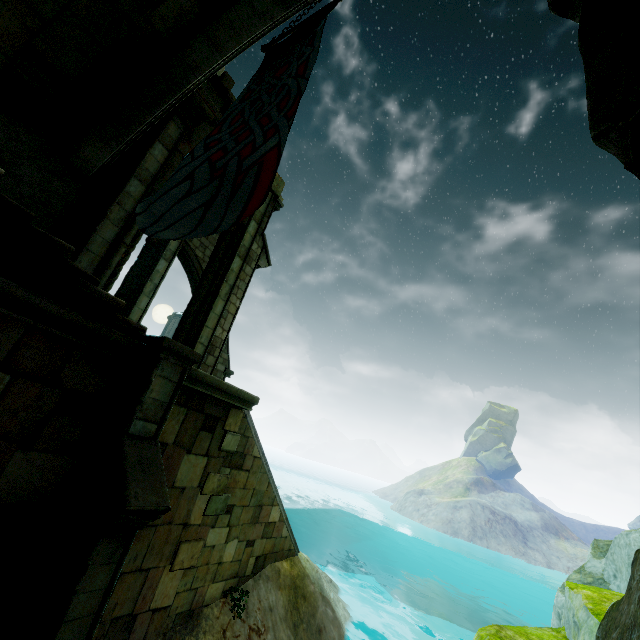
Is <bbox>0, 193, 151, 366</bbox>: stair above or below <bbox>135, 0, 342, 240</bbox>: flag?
below

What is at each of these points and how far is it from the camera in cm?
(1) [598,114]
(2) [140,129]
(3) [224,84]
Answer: (1) rock, 144
(2) bridge, 685
(3) brick, 903

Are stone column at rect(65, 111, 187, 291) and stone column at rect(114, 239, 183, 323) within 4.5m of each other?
yes

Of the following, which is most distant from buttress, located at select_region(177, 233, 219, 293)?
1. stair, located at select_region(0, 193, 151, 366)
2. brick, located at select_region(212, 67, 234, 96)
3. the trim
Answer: stair, located at select_region(0, 193, 151, 366)

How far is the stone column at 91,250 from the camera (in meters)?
6.55

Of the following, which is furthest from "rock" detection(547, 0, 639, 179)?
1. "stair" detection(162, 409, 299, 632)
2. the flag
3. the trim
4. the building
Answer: the building

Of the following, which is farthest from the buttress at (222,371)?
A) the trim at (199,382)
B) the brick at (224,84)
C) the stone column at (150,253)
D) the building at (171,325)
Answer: the building at (171,325)

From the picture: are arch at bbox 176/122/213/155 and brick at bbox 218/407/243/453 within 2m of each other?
no
